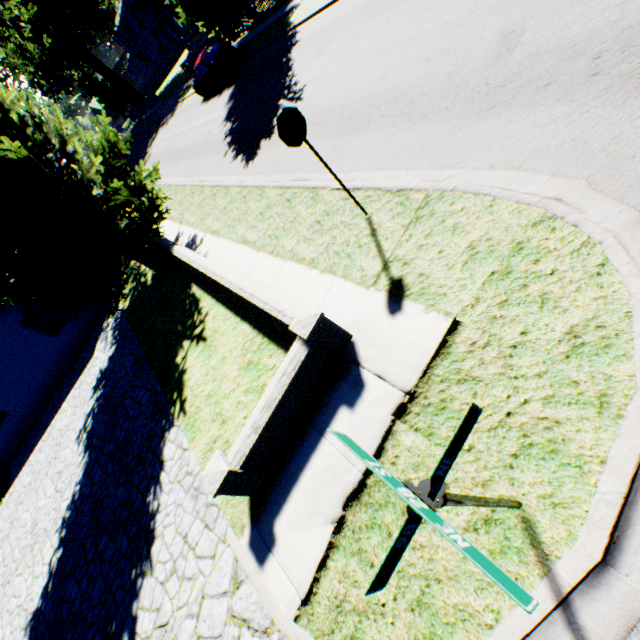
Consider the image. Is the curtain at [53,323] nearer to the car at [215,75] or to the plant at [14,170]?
the plant at [14,170]

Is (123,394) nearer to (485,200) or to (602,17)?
(485,200)

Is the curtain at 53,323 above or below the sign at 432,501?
below

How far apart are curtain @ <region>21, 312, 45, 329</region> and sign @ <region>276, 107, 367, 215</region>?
16.00m

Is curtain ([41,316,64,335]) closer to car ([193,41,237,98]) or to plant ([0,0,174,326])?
plant ([0,0,174,326])

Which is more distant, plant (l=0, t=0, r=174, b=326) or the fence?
the fence

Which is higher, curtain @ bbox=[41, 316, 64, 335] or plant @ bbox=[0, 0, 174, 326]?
plant @ bbox=[0, 0, 174, 326]

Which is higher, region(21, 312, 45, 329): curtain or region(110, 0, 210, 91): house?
region(110, 0, 210, 91): house
